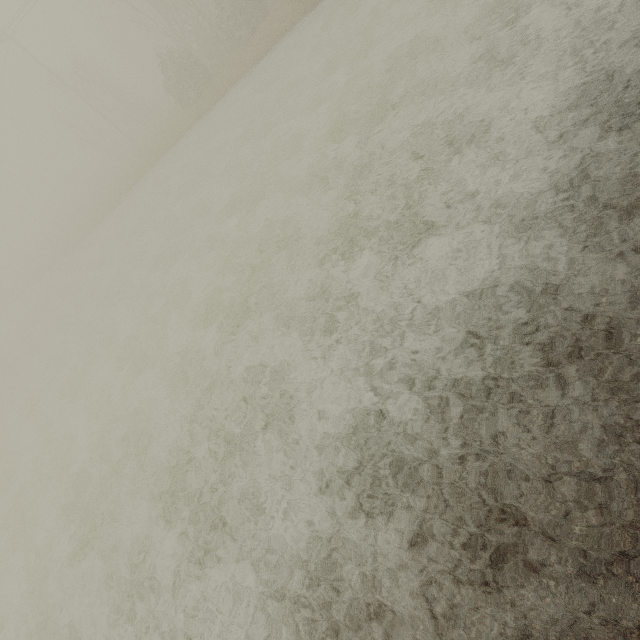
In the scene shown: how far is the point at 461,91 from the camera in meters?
8.0 m
